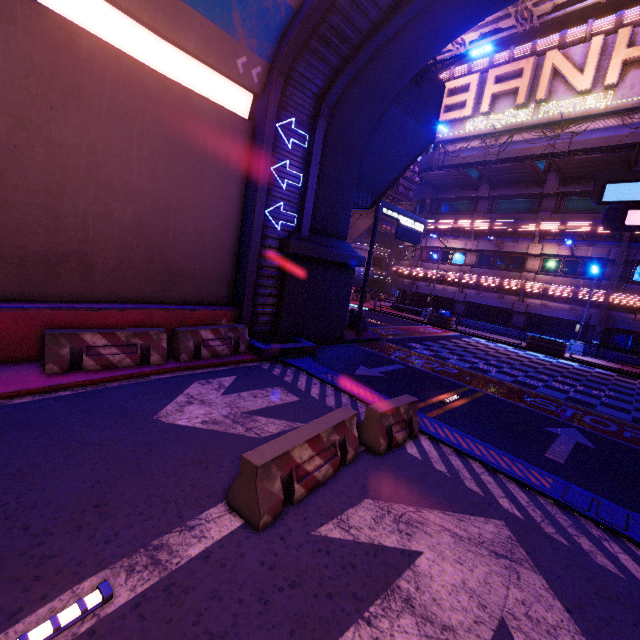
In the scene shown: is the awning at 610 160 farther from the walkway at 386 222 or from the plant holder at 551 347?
the walkway at 386 222

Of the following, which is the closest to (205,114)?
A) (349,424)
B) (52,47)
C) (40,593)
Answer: (52,47)

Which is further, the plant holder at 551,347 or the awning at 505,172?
the awning at 505,172

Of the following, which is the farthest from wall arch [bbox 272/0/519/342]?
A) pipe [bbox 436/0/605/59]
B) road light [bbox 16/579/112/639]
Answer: pipe [bbox 436/0/605/59]

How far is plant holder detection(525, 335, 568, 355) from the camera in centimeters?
2112cm

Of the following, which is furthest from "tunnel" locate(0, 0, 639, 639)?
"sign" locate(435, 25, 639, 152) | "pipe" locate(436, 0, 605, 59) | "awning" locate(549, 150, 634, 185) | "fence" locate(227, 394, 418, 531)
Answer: "sign" locate(435, 25, 639, 152)

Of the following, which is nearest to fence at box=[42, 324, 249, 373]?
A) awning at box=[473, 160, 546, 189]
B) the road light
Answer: the road light

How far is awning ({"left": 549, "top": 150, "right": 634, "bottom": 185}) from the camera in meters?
19.5 m
